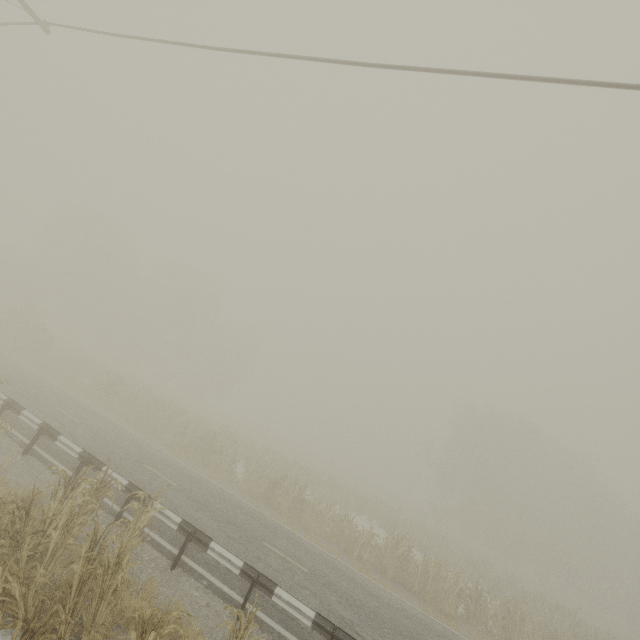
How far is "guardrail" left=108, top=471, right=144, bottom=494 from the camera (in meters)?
8.97

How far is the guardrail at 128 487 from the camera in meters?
9.0

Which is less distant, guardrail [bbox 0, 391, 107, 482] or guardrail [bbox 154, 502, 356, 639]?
guardrail [bbox 154, 502, 356, 639]

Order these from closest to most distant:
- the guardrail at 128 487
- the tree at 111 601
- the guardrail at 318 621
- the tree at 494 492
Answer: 1. the tree at 111 601
2. the guardrail at 318 621
3. the guardrail at 128 487
4. the tree at 494 492

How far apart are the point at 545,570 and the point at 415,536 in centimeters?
2610cm

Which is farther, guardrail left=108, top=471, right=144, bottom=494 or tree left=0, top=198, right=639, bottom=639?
tree left=0, top=198, right=639, bottom=639

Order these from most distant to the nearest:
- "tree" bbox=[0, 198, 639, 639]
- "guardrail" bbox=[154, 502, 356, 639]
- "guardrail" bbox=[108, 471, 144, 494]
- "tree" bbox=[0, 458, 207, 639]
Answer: "tree" bbox=[0, 198, 639, 639]
"guardrail" bbox=[108, 471, 144, 494]
"guardrail" bbox=[154, 502, 356, 639]
"tree" bbox=[0, 458, 207, 639]
